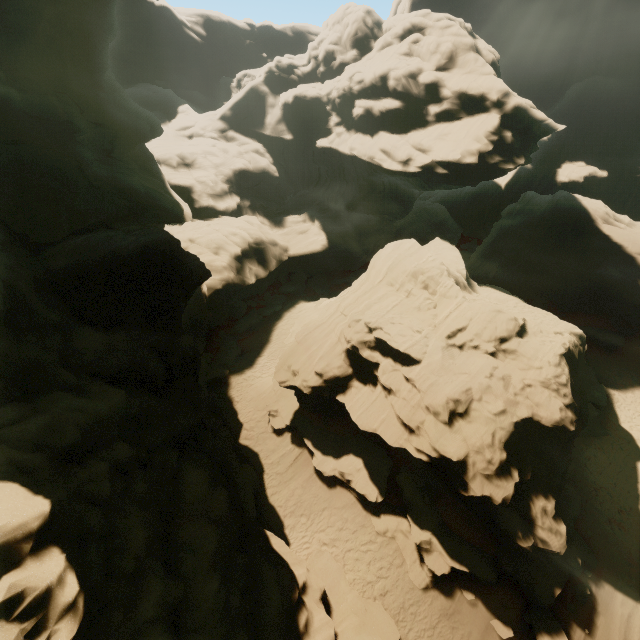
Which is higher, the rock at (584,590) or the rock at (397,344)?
the rock at (397,344)

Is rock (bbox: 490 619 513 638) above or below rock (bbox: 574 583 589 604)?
below

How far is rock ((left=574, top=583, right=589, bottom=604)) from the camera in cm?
1265

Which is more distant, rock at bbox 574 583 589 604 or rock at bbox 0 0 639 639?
rock at bbox 574 583 589 604

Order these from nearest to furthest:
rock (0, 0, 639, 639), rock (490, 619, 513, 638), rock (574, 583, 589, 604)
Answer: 1. rock (0, 0, 639, 639)
2. rock (490, 619, 513, 638)
3. rock (574, 583, 589, 604)

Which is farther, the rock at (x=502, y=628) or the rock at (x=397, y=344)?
the rock at (x=502, y=628)

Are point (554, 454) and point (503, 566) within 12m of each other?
yes
